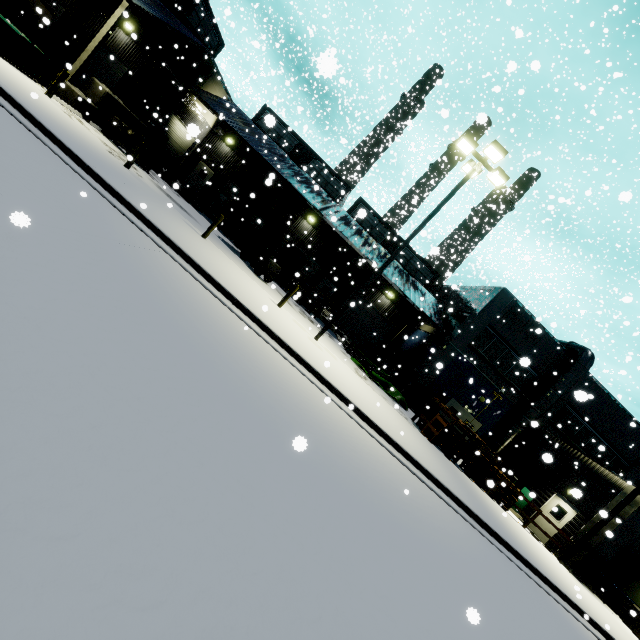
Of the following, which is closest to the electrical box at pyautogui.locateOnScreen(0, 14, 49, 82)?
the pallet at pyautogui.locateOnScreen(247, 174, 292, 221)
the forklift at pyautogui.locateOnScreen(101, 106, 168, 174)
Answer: the forklift at pyautogui.locateOnScreen(101, 106, 168, 174)

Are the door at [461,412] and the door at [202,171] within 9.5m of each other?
no

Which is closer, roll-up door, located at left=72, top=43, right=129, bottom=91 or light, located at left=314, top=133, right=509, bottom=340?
light, located at left=314, top=133, right=509, bottom=340

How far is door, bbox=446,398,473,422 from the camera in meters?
22.2 m

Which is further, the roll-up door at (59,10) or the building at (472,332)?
the building at (472,332)

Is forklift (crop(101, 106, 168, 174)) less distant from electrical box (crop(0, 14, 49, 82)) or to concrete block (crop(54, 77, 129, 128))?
concrete block (crop(54, 77, 129, 128))

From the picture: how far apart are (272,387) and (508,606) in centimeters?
613cm

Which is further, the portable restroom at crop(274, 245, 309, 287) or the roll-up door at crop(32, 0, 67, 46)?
the portable restroom at crop(274, 245, 309, 287)
